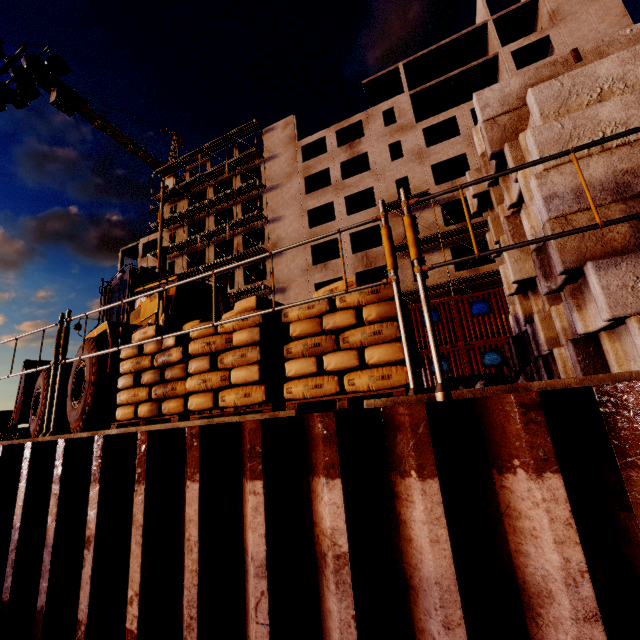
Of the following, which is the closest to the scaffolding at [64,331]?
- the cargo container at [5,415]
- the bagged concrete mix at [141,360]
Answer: the bagged concrete mix at [141,360]

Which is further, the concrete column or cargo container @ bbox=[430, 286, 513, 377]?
cargo container @ bbox=[430, 286, 513, 377]

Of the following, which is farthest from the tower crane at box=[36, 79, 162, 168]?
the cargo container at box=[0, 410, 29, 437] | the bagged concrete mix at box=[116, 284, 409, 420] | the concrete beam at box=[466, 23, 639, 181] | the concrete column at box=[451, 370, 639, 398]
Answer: the concrete column at box=[451, 370, 639, 398]

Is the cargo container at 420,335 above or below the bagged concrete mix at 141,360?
above

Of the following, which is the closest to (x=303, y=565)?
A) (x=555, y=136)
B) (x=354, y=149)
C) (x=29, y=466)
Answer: (x=29, y=466)

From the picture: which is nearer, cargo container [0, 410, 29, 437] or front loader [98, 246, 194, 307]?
front loader [98, 246, 194, 307]

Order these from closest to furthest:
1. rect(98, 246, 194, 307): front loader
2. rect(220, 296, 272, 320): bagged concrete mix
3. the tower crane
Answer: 1. rect(220, 296, 272, 320): bagged concrete mix
2. rect(98, 246, 194, 307): front loader
3. the tower crane

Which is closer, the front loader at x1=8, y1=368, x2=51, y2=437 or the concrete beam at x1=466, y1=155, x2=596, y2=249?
the concrete beam at x1=466, y1=155, x2=596, y2=249
